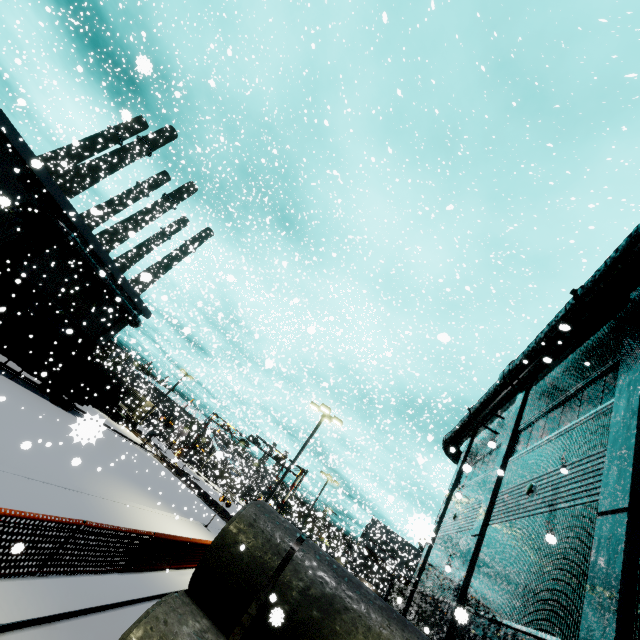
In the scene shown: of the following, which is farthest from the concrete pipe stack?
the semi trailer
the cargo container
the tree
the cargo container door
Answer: the cargo container door

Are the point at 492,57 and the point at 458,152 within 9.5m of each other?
yes

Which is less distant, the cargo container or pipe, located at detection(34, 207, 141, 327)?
the cargo container

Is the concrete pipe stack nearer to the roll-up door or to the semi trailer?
the semi trailer

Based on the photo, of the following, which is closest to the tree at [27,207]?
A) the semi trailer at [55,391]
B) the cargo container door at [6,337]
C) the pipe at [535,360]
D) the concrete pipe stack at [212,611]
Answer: the concrete pipe stack at [212,611]

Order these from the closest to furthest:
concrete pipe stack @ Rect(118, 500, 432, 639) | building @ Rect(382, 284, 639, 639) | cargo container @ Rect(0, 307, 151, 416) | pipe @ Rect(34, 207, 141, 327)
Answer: concrete pipe stack @ Rect(118, 500, 432, 639) → building @ Rect(382, 284, 639, 639) → cargo container @ Rect(0, 307, 151, 416) → pipe @ Rect(34, 207, 141, 327)

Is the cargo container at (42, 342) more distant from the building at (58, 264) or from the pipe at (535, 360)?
the pipe at (535, 360)

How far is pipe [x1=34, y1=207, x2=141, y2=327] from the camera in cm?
2362
